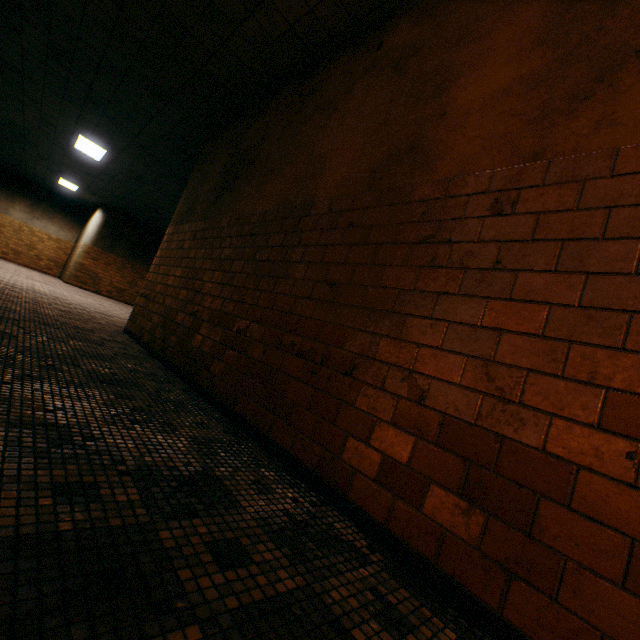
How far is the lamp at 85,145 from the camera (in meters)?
8.47

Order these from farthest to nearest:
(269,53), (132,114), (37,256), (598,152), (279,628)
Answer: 1. (37,256)
2. (132,114)
3. (269,53)
4. (598,152)
5. (279,628)

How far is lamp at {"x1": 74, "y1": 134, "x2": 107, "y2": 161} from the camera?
8.5m
